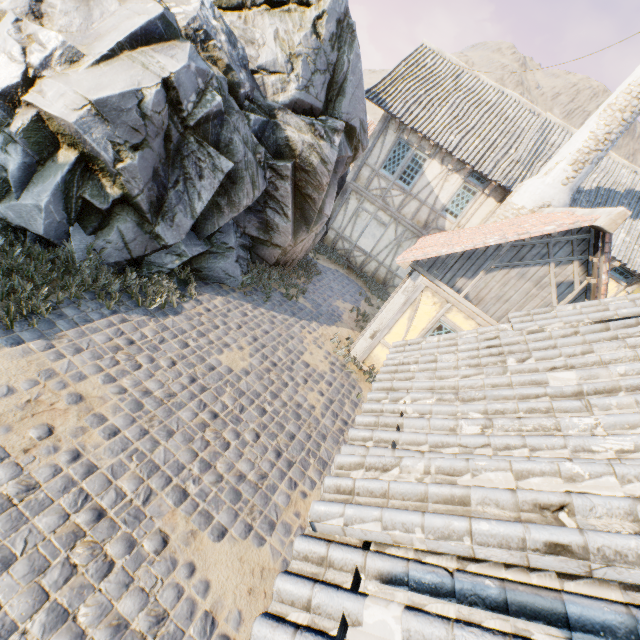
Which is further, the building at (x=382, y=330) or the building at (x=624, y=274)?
the building at (x=624, y=274)

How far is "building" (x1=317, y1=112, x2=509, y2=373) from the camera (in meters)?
7.71

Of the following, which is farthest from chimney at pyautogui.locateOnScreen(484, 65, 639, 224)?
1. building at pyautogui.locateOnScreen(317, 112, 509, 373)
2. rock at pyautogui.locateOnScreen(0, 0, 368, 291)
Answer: rock at pyautogui.locateOnScreen(0, 0, 368, 291)

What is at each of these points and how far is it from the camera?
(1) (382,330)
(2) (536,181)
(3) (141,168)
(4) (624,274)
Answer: (1) building, 8.26m
(2) chimney, 10.41m
(3) rock, 6.27m
(4) building, 11.08m

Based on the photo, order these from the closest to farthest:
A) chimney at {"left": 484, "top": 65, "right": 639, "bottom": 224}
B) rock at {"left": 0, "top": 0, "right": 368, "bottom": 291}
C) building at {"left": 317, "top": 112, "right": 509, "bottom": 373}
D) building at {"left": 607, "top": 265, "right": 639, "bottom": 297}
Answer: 1. rock at {"left": 0, "top": 0, "right": 368, "bottom": 291}
2. building at {"left": 317, "top": 112, "right": 509, "bottom": 373}
3. chimney at {"left": 484, "top": 65, "right": 639, "bottom": 224}
4. building at {"left": 607, "top": 265, "right": 639, "bottom": 297}

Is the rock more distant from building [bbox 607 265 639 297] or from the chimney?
building [bbox 607 265 639 297]

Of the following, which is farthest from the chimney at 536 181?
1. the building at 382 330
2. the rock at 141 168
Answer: the rock at 141 168
